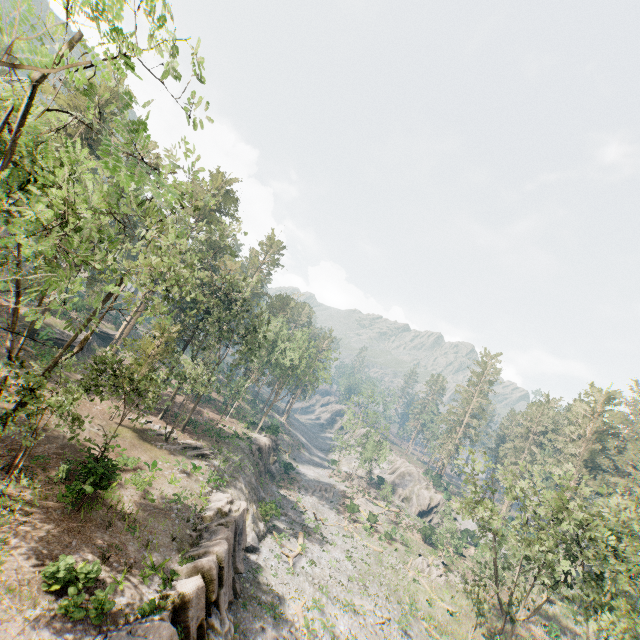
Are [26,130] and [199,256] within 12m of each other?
no

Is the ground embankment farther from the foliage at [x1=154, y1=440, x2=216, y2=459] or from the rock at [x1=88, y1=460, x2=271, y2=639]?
the rock at [x1=88, y1=460, x2=271, y2=639]

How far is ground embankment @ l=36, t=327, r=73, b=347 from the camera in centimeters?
3588cm

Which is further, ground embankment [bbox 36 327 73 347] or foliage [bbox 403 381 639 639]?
ground embankment [bbox 36 327 73 347]

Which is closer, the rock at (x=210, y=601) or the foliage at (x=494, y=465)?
the rock at (x=210, y=601)

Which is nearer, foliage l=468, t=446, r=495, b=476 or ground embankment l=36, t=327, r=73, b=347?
foliage l=468, t=446, r=495, b=476

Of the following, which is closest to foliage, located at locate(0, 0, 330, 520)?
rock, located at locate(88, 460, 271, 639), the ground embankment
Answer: rock, located at locate(88, 460, 271, 639)

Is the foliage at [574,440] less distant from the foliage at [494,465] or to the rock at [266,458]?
the foliage at [494,465]
